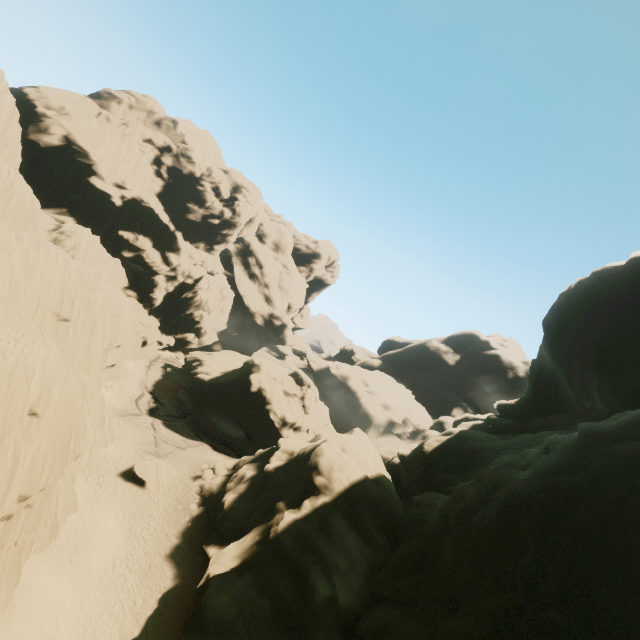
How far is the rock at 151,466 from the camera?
28.2m

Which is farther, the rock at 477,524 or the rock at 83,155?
the rock at 83,155

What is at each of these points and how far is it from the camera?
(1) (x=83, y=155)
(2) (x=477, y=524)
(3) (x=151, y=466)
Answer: (1) rock, 48.3m
(2) rock, 15.8m
(3) rock, 29.1m

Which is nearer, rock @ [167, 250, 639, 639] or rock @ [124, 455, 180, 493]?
rock @ [167, 250, 639, 639]

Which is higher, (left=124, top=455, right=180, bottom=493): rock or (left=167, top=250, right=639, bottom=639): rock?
(left=167, top=250, right=639, bottom=639): rock

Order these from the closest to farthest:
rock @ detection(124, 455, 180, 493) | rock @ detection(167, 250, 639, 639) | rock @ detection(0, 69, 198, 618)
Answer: rock @ detection(167, 250, 639, 639) → rock @ detection(0, 69, 198, 618) → rock @ detection(124, 455, 180, 493)

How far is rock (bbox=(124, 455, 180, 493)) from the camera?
28.2m
